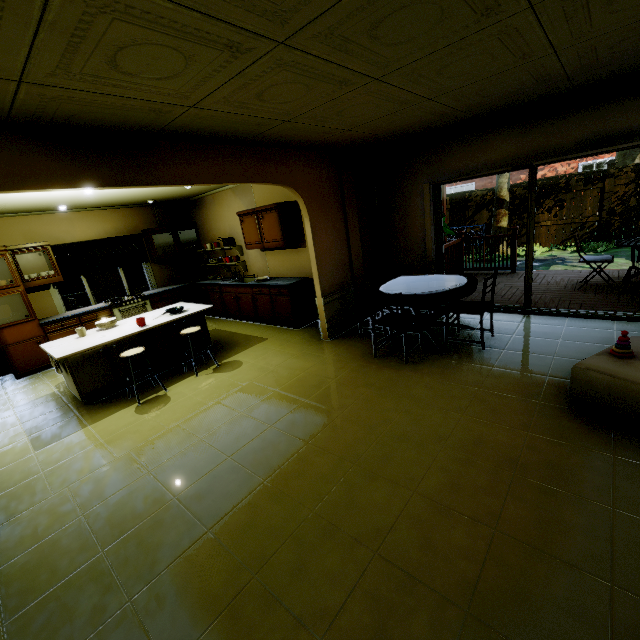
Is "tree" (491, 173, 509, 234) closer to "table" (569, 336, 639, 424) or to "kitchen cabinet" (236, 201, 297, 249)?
"kitchen cabinet" (236, 201, 297, 249)

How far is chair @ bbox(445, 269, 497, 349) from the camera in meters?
3.9 m

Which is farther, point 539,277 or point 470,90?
point 539,277

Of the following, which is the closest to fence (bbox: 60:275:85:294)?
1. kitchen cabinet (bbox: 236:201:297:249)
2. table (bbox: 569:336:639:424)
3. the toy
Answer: kitchen cabinet (bbox: 236:201:297:249)

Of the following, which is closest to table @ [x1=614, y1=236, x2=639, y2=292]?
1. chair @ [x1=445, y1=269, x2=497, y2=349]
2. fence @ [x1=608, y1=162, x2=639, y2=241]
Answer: chair @ [x1=445, y1=269, x2=497, y2=349]

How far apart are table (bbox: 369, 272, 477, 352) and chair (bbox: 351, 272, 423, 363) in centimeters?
11cm

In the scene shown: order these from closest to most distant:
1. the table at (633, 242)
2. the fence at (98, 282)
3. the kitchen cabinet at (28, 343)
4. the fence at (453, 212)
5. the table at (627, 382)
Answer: the table at (627, 382) < the table at (633, 242) < the kitchen cabinet at (28, 343) < the fence at (98, 282) < the fence at (453, 212)

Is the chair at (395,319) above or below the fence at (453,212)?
below
